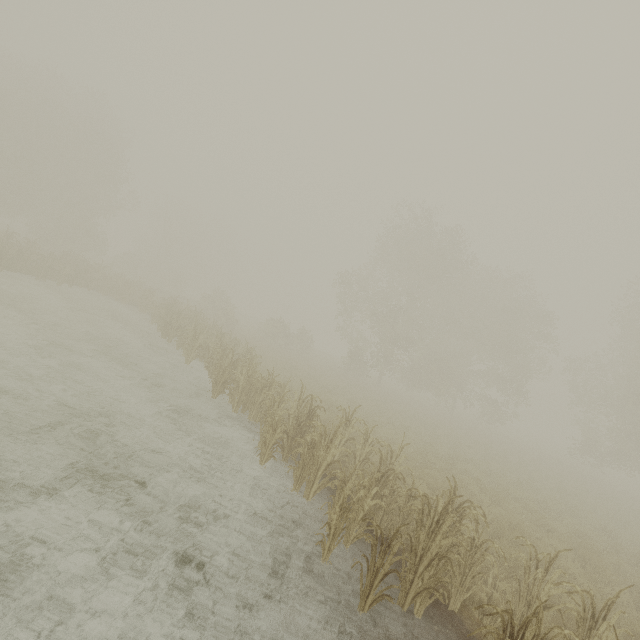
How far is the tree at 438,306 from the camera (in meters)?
27.52

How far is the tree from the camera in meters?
27.5

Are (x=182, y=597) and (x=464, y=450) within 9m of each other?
no
